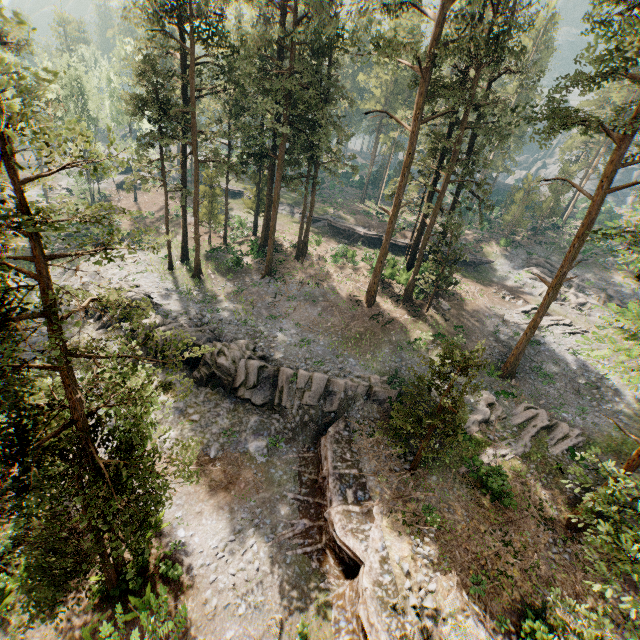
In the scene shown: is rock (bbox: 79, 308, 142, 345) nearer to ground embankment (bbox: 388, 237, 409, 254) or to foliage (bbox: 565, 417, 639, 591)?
foliage (bbox: 565, 417, 639, 591)

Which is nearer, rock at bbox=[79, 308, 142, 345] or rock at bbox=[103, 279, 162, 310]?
rock at bbox=[79, 308, 142, 345]

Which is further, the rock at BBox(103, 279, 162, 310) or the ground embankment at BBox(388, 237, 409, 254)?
the ground embankment at BBox(388, 237, 409, 254)

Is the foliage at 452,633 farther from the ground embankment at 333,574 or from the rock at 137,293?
the rock at 137,293

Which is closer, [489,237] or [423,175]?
[423,175]

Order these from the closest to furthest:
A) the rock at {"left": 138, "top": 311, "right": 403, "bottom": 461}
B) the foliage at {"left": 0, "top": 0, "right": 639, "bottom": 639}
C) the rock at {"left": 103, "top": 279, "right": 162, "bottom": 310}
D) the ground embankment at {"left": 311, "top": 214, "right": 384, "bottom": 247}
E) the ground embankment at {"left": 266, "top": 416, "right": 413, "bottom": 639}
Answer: the foliage at {"left": 0, "top": 0, "right": 639, "bottom": 639}
the ground embankment at {"left": 266, "top": 416, "right": 413, "bottom": 639}
the rock at {"left": 138, "top": 311, "right": 403, "bottom": 461}
the rock at {"left": 103, "top": 279, "right": 162, "bottom": 310}
the ground embankment at {"left": 311, "top": 214, "right": 384, "bottom": 247}

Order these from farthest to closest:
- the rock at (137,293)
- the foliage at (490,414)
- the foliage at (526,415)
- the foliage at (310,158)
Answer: the rock at (137,293) < the foliage at (526,415) < the foliage at (490,414) < the foliage at (310,158)

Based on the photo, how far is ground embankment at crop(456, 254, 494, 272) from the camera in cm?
4407
